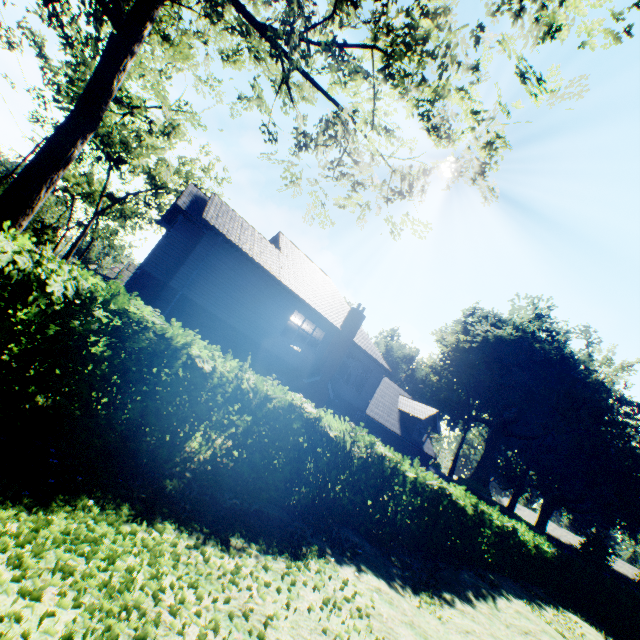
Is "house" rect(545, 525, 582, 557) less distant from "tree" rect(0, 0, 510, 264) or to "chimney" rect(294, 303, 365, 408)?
"tree" rect(0, 0, 510, 264)

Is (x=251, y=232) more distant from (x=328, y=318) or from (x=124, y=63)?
(x=124, y=63)

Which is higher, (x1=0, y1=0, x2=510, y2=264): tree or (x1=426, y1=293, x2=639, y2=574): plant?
(x1=426, y1=293, x2=639, y2=574): plant

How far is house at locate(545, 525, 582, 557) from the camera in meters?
54.8 m

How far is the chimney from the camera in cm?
1898

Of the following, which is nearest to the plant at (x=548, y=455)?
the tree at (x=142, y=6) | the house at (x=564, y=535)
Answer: the tree at (x=142, y=6)

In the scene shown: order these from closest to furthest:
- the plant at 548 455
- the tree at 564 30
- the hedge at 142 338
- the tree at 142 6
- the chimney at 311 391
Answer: the tree at 564 30 < the hedge at 142 338 < the tree at 142 6 < the chimney at 311 391 < the plant at 548 455

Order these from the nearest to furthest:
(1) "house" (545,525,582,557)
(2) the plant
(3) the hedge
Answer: (3) the hedge, (2) the plant, (1) "house" (545,525,582,557)
